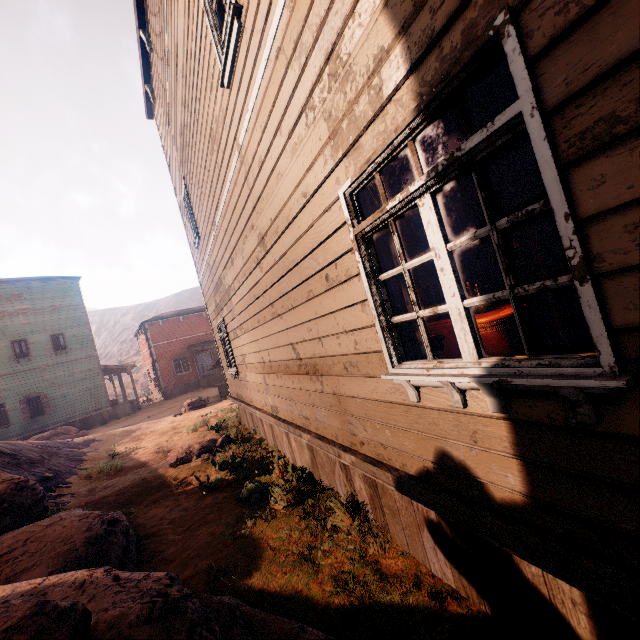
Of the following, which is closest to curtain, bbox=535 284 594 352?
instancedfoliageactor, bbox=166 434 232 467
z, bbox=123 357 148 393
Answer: z, bbox=123 357 148 393

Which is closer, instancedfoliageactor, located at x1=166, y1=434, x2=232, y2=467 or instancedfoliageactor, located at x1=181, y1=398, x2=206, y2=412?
instancedfoliageactor, located at x1=166, y1=434, x2=232, y2=467

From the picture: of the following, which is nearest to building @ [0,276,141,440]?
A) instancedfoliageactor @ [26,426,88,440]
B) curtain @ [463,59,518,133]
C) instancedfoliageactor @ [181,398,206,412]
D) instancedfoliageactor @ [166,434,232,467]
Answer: curtain @ [463,59,518,133]

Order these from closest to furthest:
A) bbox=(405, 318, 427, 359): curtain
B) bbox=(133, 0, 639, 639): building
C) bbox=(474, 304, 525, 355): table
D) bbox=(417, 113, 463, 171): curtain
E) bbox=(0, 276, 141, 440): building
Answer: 1. bbox=(133, 0, 639, 639): building
2. bbox=(417, 113, 463, 171): curtain
3. bbox=(405, 318, 427, 359): curtain
4. bbox=(474, 304, 525, 355): table
5. bbox=(0, 276, 141, 440): building

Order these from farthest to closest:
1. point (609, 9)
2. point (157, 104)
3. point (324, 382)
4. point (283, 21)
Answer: point (157, 104)
point (324, 382)
point (283, 21)
point (609, 9)

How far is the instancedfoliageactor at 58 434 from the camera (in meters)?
18.23

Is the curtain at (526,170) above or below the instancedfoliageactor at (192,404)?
above

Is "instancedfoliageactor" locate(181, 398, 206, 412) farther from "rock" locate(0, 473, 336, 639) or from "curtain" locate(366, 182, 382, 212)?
"curtain" locate(366, 182, 382, 212)
